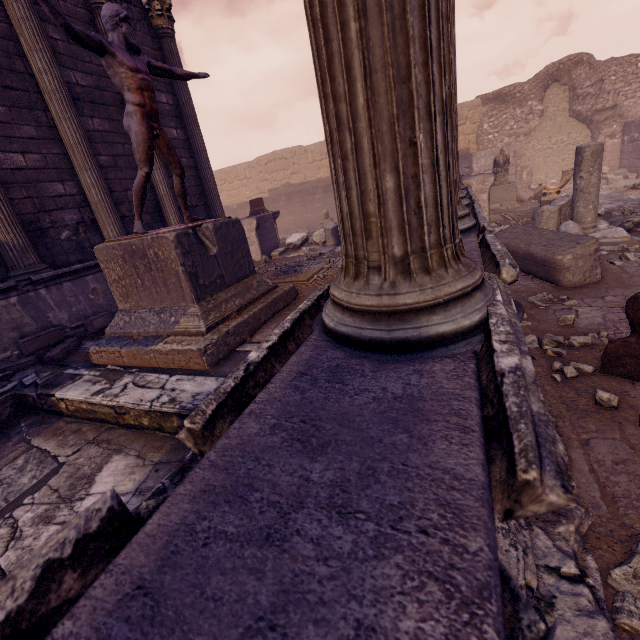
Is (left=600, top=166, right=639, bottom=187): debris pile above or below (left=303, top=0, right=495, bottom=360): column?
below

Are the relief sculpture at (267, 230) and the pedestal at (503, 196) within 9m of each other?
yes

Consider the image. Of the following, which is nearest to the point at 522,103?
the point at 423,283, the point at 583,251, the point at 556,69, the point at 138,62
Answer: the point at 556,69

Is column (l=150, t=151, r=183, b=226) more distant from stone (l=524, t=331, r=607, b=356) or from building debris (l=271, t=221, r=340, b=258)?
stone (l=524, t=331, r=607, b=356)

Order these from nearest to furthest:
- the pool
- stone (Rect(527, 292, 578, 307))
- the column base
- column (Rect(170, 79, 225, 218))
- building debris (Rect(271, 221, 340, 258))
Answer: the pool < stone (Rect(527, 292, 578, 307)) < column (Rect(170, 79, 225, 218)) < building debris (Rect(271, 221, 340, 258)) < the column base

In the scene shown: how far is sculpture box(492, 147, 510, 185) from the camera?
12.2 meters

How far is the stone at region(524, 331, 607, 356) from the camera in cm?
326

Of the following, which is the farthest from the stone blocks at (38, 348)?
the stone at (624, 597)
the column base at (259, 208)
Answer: the column base at (259, 208)
